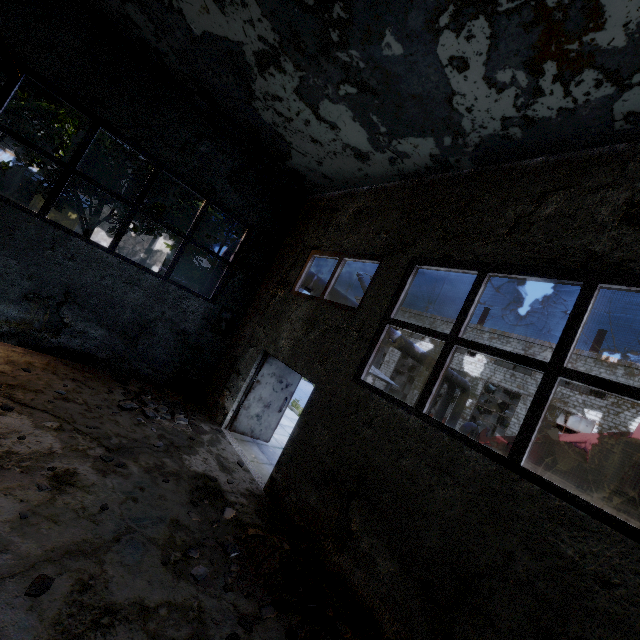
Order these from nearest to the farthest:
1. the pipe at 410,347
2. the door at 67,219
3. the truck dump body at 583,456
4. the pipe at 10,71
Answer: the pipe at 10,71
the truck dump body at 583,456
the pipe at 410,347
the door at 67,219

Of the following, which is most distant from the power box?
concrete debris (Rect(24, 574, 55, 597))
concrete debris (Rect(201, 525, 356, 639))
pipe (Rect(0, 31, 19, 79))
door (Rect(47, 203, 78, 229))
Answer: door (Rect(47, 203, 78, 229))

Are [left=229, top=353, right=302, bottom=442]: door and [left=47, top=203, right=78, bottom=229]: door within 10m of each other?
no

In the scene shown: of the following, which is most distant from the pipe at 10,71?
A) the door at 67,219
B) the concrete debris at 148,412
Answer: the door at 67,219

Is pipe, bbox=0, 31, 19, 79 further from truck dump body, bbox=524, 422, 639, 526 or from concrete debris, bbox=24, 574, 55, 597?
concrete debris, bbox=24, 574, 55, 597

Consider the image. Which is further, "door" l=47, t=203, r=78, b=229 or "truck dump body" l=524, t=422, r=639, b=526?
"door" l=47, t=203, r=78, b=229

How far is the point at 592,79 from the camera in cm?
358

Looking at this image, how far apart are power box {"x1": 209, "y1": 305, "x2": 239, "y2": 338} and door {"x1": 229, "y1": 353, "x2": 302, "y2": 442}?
1.80m
